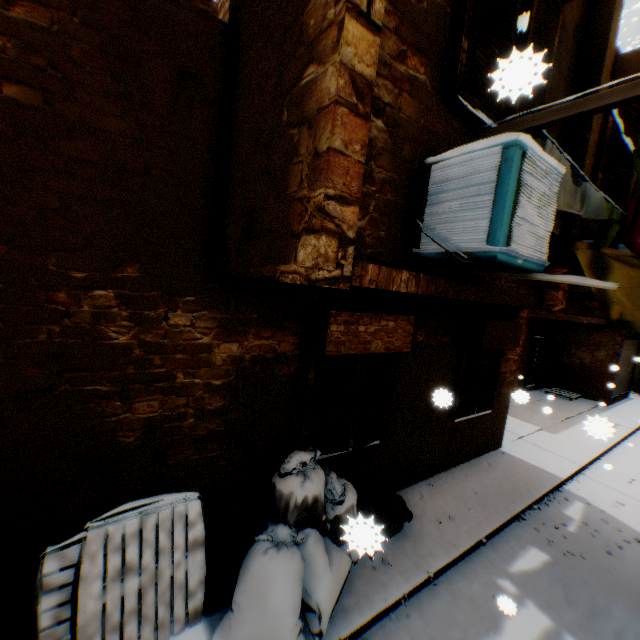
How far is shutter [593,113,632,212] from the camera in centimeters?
472cm

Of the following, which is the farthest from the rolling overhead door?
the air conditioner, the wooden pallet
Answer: the wooden pallet

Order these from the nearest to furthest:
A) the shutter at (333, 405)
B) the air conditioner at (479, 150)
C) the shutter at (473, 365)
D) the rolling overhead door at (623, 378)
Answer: the air conditioner at (479, 150)
the shutter at (333, 405)
the shutter at (473, 365)
the rolling overhead door at (623, 378)

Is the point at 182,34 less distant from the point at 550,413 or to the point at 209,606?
the point at 209,606

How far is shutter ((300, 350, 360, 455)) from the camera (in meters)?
4.34

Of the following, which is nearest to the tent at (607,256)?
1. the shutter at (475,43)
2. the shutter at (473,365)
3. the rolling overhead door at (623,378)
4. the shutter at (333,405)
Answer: the shutter at (333,405)

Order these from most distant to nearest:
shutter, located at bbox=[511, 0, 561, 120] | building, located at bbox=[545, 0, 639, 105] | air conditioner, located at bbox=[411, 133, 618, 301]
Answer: building, located at bbox=[545, 0, 639, 105], air conditioner, located at bbox=[411, 133, 618, 301], shutter, located at bbox=[511, 0, 561, 120]

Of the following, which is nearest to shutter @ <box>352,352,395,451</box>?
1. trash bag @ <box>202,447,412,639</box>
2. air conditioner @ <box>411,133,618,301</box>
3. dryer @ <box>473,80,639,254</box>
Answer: trash bag @ <box>202,447,412,639</box>
